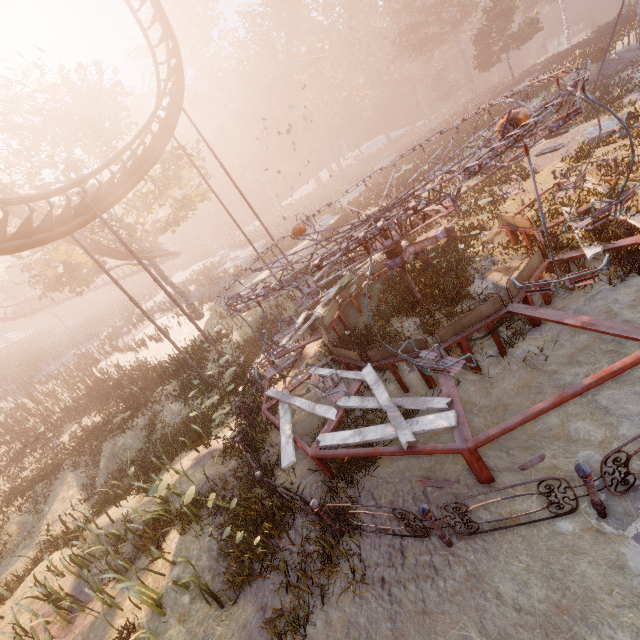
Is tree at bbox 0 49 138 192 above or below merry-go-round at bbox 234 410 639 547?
above

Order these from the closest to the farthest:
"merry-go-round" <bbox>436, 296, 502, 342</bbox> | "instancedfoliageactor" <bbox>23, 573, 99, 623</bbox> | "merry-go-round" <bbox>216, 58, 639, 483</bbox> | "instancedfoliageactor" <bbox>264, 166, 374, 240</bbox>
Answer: "merry-go-round" <bbox>216, 58, 639, 483</bbox> → "merry-go-round" <bbox>436, 296, 502, 342</bbox> → "instancedfoliageactor" <bbox>23, 573, 99, 623</bbox> → "instancedfoliageactor" <bbox>264, 166, 374, 240</bbox>

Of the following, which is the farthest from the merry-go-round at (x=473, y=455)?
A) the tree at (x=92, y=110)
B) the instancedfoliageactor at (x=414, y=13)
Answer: the tree at (x=92, y=110)

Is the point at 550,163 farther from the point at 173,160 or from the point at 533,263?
the point at 173,160

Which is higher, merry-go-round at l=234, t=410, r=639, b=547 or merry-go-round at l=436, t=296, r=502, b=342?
merry-go-round at l=436, t=296, r=502, b=342

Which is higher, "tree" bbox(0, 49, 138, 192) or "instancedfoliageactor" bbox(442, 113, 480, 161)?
"tree" bbox(0, 49, 138, 192)

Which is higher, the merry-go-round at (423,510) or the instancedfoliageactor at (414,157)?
the instancedfoliageactor at (414,157)
